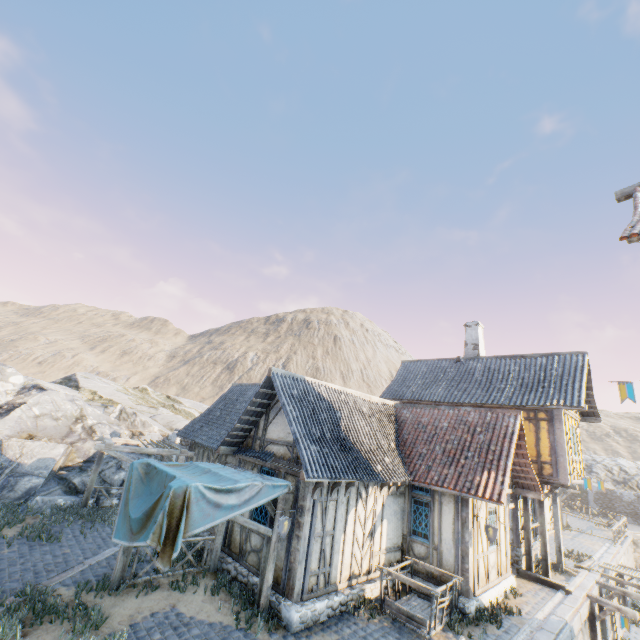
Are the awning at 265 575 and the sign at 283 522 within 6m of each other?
yes

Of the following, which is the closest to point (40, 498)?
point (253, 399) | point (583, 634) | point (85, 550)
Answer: point (85, 550)

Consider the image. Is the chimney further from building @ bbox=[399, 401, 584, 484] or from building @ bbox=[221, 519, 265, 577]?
building @ bbox=[221, 519, 265, 577]

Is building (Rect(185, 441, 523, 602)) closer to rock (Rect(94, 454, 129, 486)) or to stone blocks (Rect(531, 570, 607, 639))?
stone blocks (Rect(531, 570, 607, 639))

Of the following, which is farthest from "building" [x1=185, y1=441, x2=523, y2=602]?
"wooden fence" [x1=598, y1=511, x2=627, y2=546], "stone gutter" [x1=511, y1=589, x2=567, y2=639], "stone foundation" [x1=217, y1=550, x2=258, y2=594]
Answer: "wooden fence" [x1=598, y1=511, x2=627, y2=546]

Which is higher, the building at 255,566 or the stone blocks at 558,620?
the building at 255,566

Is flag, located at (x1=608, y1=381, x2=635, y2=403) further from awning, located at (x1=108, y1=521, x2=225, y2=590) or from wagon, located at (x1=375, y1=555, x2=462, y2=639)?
awning, located at (x1=108, y1=521, x2=225, y2=590)

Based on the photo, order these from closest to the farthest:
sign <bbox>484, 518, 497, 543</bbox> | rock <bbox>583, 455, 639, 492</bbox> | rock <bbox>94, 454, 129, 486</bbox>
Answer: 1. sign <bbox>484, 518, 497, 543</bbox>
2. rock <bbox>94, 454, 129, 486</bbox>
3. rock <bbox>583, 455, 639, 492</bbox>
